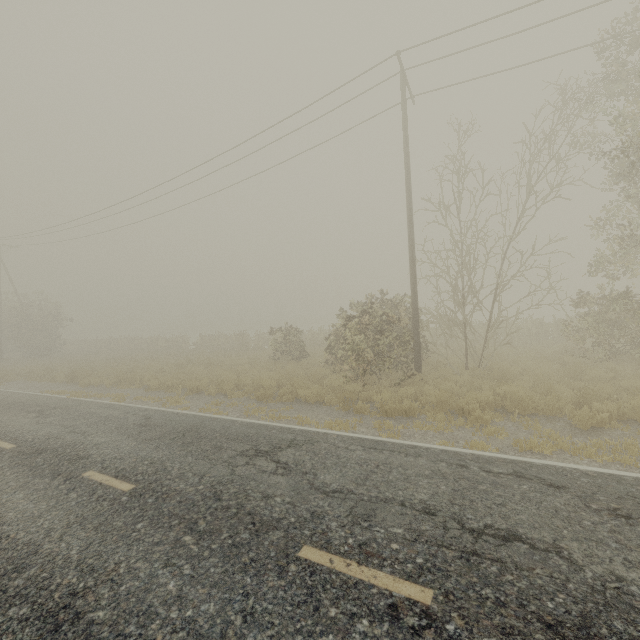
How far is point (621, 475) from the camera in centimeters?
503cm
